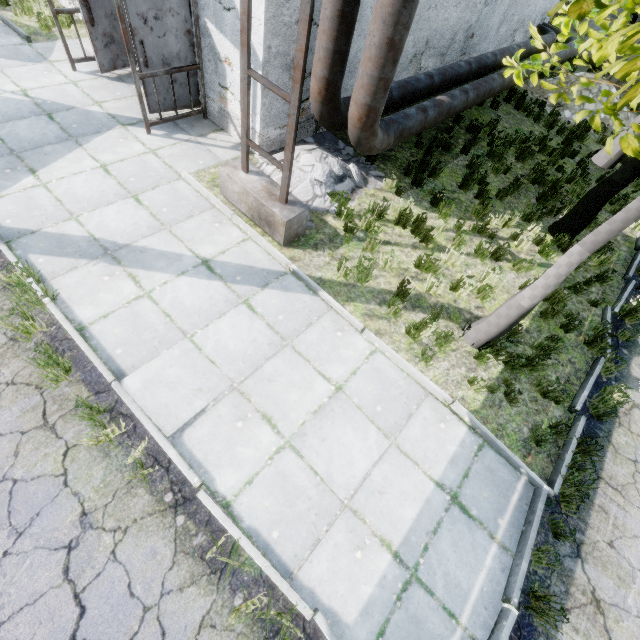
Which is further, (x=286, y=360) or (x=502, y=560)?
(x=286, y=360)

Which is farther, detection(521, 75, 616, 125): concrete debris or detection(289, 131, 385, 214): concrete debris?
detection(521, 75, 616, 125): concrete debris

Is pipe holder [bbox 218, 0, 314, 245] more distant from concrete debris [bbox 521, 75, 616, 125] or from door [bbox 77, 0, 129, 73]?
concrete debris [bbox 521, 75, 616, 125]

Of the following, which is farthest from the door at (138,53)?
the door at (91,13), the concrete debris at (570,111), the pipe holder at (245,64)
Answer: the concrete debris at (570,111)

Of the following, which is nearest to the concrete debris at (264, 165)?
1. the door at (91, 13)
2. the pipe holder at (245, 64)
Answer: the pipe holder at (245, 64)

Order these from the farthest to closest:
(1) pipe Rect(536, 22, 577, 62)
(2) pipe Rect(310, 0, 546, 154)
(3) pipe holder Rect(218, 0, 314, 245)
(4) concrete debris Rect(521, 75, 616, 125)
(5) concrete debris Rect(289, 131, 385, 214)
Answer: (1) pipe Rect(536, 22, 577, 62)
(4) concrete debris Rect(521, 75, 616, 125)
(5) concrete debris Rect(289, 131, 385, 214)
(2) pipe Rect(310, 0, 546, 154)
(3) pipe holder Rect(218, 0, 314, 245)

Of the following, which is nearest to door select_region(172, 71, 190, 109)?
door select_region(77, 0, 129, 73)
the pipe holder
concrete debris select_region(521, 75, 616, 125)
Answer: door select_region(77, 0, 129, 73)

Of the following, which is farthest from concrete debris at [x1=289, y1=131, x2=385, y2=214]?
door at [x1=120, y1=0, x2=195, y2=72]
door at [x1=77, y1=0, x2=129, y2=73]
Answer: door at [x1=77, y1=0, x2=129, y2=73]
